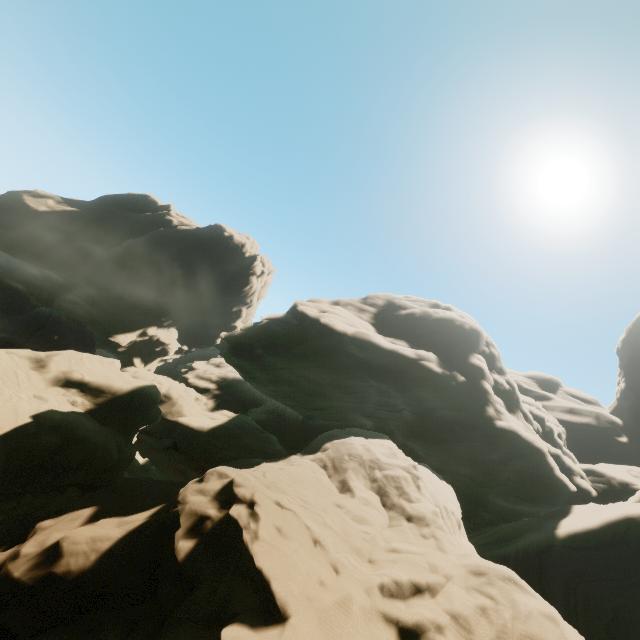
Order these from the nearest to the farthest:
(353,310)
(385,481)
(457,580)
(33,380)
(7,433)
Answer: (457,580), (385,481), (7,433), (33,380), (353,310)
